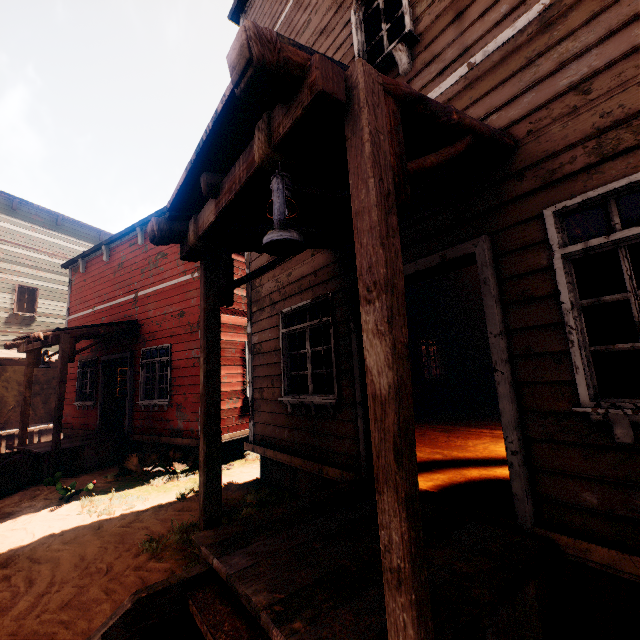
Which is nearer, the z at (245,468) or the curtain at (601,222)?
the curtain at (601,222)

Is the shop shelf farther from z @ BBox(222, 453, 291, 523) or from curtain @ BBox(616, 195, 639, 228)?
z @ BBox(222, 453, 291, 523)

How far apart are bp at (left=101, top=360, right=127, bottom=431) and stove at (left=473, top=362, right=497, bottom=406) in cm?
1072

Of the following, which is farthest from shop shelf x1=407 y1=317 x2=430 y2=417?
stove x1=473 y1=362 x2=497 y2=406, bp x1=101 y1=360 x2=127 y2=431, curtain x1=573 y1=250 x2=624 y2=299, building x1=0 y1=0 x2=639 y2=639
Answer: bp x1=101 y1=360 x2=127 y2=431

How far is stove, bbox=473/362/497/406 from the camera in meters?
9.8 m

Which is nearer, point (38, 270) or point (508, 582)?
point (508, 582)

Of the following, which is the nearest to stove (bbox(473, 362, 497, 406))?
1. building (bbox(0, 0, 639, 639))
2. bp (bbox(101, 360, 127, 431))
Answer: building (bbox(0, 0, 639, 639))

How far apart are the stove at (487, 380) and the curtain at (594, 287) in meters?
8.2
